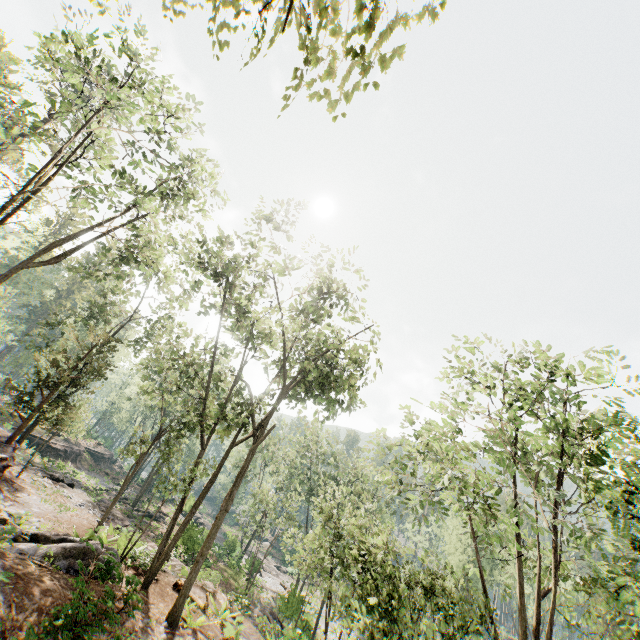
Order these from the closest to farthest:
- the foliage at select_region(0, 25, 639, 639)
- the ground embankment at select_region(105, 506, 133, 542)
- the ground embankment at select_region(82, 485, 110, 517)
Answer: the foliage at select_region(0, 25, 639, 639)
the ground embankment at select_region(105, 506, 133, 542)
the ground embankment at select_region(82, 485, 110, 517)

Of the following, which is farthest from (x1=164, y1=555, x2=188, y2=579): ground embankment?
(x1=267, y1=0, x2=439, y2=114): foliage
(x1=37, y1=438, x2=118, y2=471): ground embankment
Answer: (x1=267, y1=0, x2=439, y2=114): foliage

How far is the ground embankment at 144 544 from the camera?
15.7m

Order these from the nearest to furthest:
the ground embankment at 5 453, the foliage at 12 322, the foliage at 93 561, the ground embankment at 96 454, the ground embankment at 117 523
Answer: the foliage at 93 561
the ground embankment at 5 453
the ground embankment at 117 523
the foliage at 12 322
the ground embankment at 96 454

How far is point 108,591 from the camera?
7.81m

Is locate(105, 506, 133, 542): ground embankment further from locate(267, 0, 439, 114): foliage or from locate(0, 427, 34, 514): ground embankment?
locate(0, 427, 34, 514): ground embankment

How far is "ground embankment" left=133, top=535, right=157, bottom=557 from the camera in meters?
15.7

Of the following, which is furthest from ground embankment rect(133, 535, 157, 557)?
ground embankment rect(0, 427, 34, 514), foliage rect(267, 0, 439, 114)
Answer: ground embankment rect(0, 427, 34, 514)
